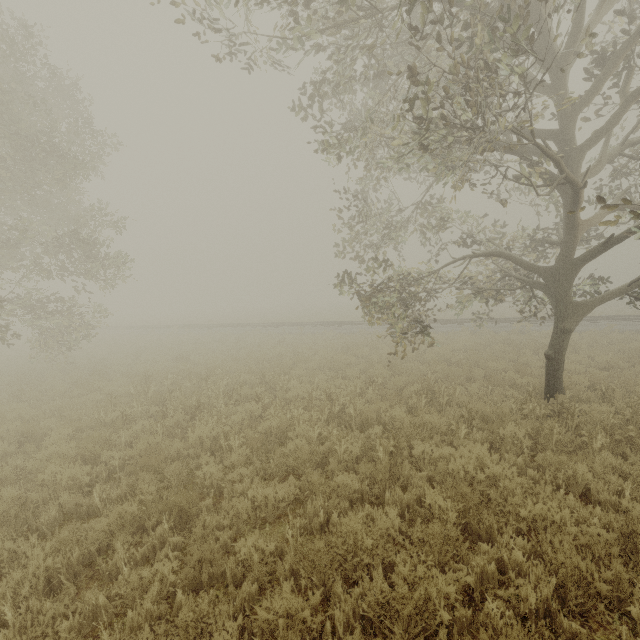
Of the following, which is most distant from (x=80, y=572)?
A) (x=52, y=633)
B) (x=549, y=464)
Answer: (x=549, y=464)

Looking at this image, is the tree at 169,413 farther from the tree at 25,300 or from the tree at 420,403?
the tree at 25,300

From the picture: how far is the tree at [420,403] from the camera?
7.3m

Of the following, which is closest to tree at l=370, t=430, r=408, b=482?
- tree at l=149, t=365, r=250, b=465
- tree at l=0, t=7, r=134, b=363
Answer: tree at l=149, t=365, r=250, b=465

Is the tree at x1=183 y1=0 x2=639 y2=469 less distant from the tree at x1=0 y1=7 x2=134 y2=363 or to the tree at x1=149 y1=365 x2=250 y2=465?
the tree at x1=149 y1=365 x2=250 y2=465

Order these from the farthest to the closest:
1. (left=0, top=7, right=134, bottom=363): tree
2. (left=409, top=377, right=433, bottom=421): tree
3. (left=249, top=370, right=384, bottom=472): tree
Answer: (left=0, top=7, right=134, bottom=363): tree → (left=409, top=377, right=433, bottom=421): tree → (left=249, top=370, right=384, bottom=472): tree
